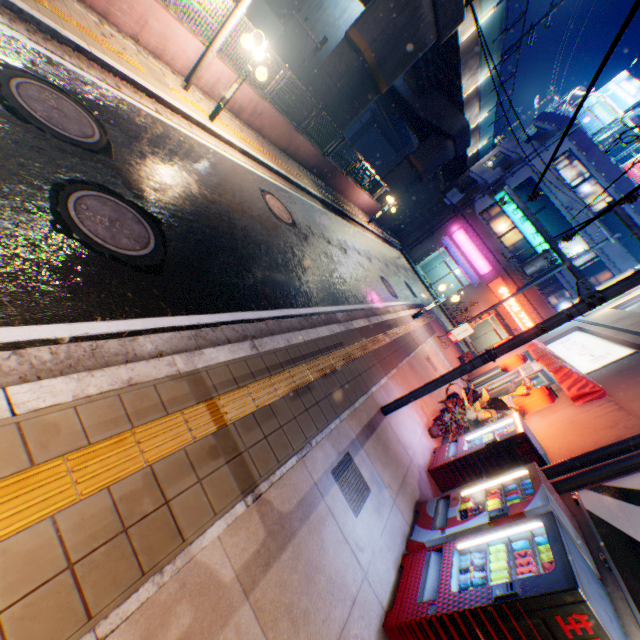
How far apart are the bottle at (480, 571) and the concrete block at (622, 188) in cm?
3073

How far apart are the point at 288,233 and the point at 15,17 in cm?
610

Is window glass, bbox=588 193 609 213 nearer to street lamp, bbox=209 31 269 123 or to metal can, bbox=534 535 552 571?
street lamp, bbox=209 31 269 123

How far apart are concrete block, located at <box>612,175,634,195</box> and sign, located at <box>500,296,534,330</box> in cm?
935

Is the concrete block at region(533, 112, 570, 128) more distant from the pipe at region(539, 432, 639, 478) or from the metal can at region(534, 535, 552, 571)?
the metal can at region(534, 535, 552, 571)

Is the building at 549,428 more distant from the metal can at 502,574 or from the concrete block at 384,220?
the concrete block at 384,220

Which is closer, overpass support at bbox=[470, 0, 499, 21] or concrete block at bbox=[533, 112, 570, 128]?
overpass support at bbox=[470, 0, 499, 21]

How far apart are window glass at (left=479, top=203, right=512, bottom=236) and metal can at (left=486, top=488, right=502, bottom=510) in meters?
27.8 m
